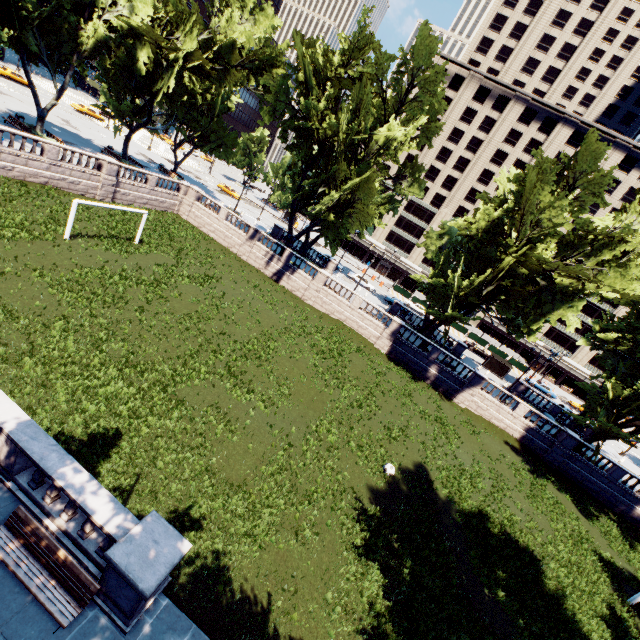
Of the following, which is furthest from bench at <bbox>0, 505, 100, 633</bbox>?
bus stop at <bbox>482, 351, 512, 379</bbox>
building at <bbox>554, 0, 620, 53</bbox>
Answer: building at <bbox>554, 0, 620, 53</bbox>

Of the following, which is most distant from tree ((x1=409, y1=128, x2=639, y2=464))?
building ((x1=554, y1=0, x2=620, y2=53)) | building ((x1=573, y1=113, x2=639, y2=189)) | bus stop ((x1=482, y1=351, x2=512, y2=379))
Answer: building ((x1=554, y1=0, x2=620, y2=53))

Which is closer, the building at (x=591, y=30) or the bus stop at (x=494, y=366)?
the bus stop at (x=494, y=366)

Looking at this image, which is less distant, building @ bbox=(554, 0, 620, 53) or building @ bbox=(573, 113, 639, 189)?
building @ bbox=(554, 0, 620, 53)

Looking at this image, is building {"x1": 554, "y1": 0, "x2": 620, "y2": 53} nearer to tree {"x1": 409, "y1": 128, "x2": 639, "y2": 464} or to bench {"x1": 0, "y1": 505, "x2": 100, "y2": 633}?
tree {"x1": 409, "y1": 128, "x2": 639, "y2": 464}

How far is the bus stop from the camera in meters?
45.8 m

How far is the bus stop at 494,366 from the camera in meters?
45.8

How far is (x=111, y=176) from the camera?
31.3m
